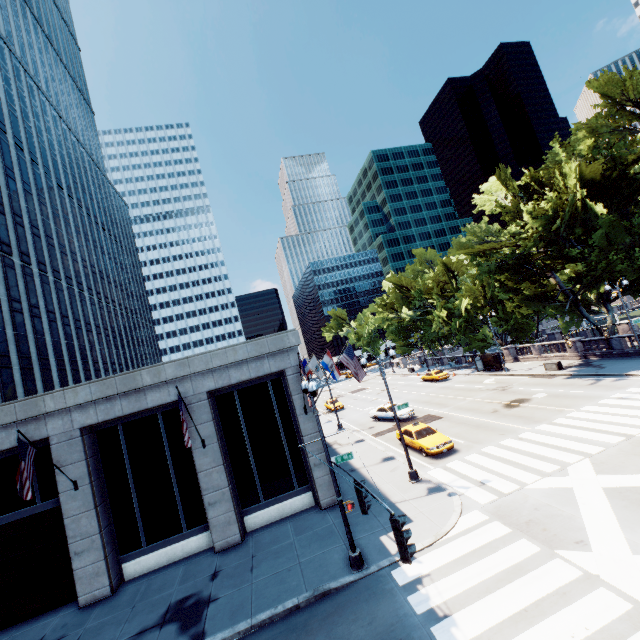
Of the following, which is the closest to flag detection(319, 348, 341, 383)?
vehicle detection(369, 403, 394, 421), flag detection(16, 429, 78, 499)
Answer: vehicle detection(369, 403, 394, 421)

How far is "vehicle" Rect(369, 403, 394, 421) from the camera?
31.34m

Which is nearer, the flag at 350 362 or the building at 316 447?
the building at 316 447

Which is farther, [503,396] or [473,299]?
[473,299]

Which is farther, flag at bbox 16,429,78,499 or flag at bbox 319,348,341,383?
flag at bbox 319,348,341,383

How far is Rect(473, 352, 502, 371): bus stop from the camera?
40.12m

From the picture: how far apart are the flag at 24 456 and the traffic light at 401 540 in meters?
13.7 m

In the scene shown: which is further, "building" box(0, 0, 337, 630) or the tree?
the tree
